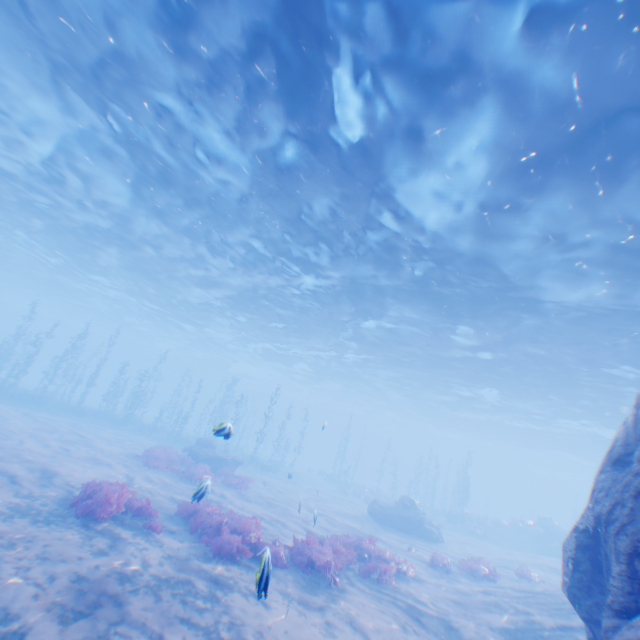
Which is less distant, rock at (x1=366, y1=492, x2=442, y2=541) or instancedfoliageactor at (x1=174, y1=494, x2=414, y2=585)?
instancedfoliageactor at (x1=174, y1=494, x2=414, y2=585)

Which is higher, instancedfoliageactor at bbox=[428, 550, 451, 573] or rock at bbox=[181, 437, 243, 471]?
rock at bbox=[181, 437, 243, 471]

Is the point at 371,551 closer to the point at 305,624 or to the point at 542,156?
the point at 305,624

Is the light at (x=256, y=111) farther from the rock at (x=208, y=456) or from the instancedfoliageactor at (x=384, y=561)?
the rock at (x=208, y=456)

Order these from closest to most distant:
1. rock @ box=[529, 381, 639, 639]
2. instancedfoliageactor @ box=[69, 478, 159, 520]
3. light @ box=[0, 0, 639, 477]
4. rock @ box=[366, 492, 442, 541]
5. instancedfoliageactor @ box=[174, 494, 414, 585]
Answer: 1. rock @ box=[529, 381, 639, 639]
2. light @ box=[0, 0, 639, 477]
3. instancedfoliageactor @ box=[69, 478, 159, 520]
4. instancedfoliageactor @ box=[174, 494, 414, 585]
5. rock @ box=[366, 492, 442, 541]

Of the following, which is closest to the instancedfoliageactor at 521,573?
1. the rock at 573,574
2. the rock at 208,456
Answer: the rock at 573,574

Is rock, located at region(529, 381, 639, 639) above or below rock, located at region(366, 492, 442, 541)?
above

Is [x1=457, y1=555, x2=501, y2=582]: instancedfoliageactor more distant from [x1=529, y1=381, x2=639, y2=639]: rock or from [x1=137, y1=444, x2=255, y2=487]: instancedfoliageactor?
[x1=137, y1=444, x2=255, y2=487]: instancedfoliageactor
